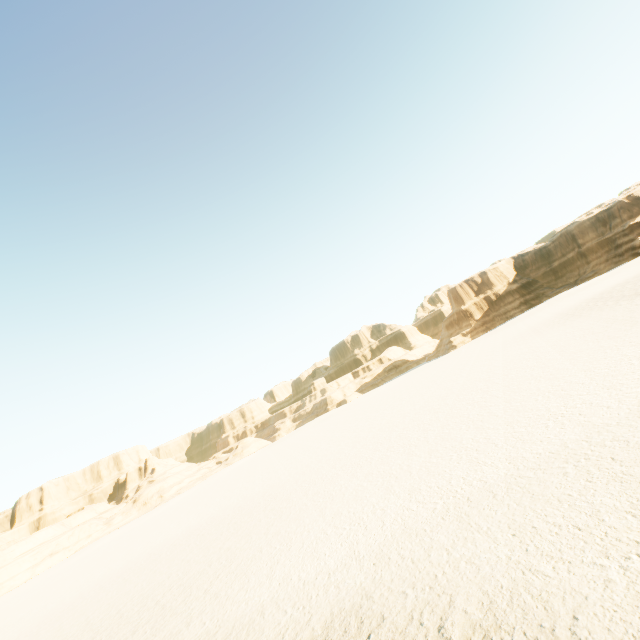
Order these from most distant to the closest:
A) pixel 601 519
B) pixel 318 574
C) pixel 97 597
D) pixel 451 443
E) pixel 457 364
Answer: pixel 457 364 < pixel 97 597 < pixel 451 443 < pixel 318 574 < pixel 601 519
